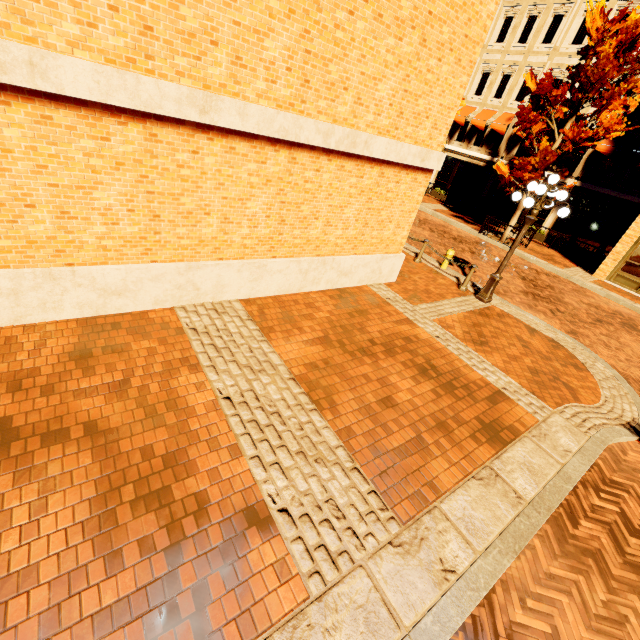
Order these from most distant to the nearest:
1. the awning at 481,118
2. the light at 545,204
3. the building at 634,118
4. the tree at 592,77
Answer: the awning at 481,118 < the building at 634,118 < the tree at 592,77 < the light at 545,204

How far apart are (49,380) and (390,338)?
5.8 meters

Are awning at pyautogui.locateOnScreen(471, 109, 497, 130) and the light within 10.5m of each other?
no

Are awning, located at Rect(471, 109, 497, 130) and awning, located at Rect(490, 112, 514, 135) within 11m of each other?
yes

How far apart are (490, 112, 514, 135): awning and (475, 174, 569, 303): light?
16.63m

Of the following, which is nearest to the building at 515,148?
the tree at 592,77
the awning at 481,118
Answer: the awning at 481,118

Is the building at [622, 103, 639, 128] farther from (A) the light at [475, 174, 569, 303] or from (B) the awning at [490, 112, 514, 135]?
(A) the light at [475, 174, 569, 303]
